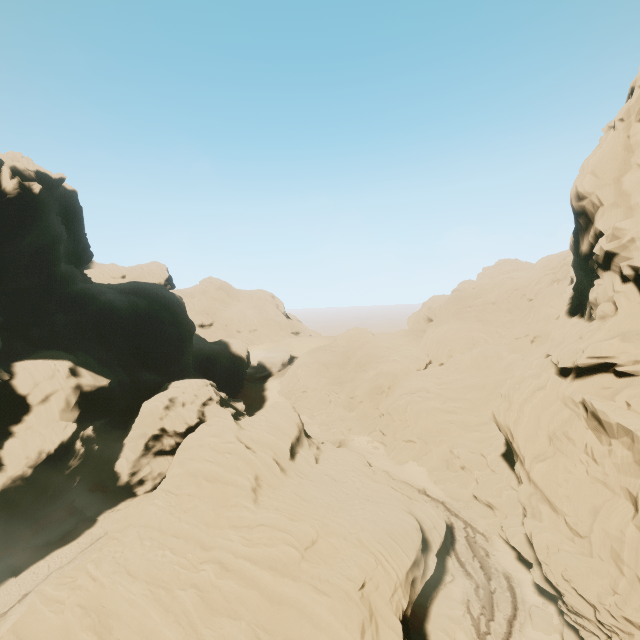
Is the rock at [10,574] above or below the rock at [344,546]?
below

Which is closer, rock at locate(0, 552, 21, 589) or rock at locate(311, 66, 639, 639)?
rock at locate(311, 66, 639, 639)

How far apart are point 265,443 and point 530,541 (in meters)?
22.19

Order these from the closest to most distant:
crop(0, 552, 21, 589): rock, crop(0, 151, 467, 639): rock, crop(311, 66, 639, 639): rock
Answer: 1. crop(311, 66, 639, 639): rock
2. crop(0, 151, 467, 639): rock
3. crop(0, 552, 21, 589): rock

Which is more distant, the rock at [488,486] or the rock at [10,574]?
the rock at [10,574]

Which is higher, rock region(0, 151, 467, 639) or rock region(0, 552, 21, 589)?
rock region(0, 151, 467, 639)
